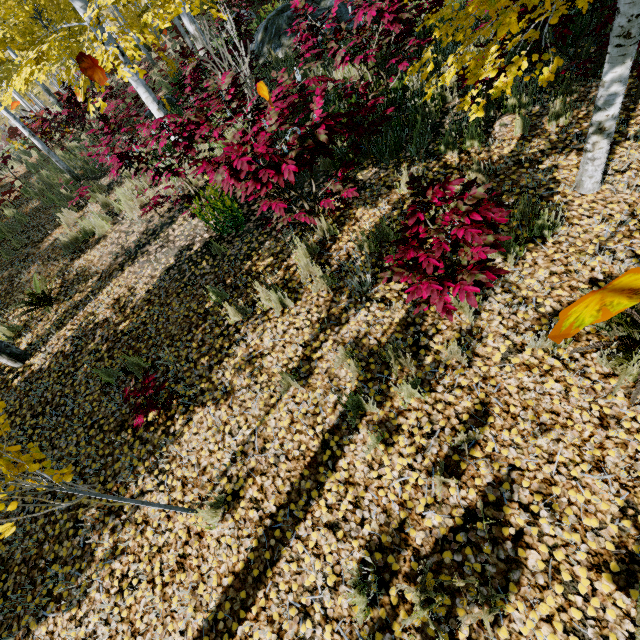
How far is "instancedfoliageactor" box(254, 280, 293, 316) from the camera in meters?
3.8 m

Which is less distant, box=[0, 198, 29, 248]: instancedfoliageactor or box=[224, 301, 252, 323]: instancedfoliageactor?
box=[224, 301, 252, 323]: instancedfoliageactor

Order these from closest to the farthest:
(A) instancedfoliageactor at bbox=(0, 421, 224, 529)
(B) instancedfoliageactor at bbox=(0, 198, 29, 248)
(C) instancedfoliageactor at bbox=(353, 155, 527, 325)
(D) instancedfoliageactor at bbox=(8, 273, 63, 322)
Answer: (A) instancedfoliageactor at bbox=(0, 421, 224, 529), (C) instancedfoliageactor at bbox=(353, 155, 527, 325), (D) instancedfoliageactor at bbox=(8, 273, 63, 322), (B) instancedfoliageactor at bbox=(0, 198, 29, 248)

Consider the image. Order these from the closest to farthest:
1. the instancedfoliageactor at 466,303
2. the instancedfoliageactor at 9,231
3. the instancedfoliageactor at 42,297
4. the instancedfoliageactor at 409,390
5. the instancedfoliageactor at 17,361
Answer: the instancedfoliageactor at 466,303, the instancedfoliageactor at 409,390, the instancedfoliageactor at 17,361, the instancedfoliageactor at 42,297, the instancedfoliageactor at 9,231

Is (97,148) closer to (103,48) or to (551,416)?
(103,48)

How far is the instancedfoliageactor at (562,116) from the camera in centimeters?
395cm
